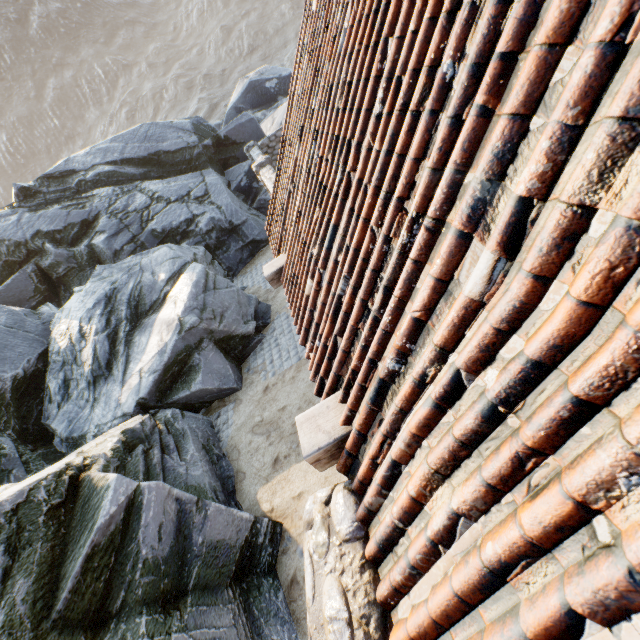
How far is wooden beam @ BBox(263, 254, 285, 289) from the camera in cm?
465

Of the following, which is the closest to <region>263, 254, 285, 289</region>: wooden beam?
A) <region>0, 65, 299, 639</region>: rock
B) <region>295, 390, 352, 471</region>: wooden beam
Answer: <region>295, 390, 352, 471</region>: wooden beam

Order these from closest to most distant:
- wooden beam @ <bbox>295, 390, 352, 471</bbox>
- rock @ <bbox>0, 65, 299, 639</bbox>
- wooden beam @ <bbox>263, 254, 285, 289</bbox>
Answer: wooden beam @ <bbox>295, 390, 352, 471</bbox> → rock @ <bbox>0, 65, 299, 639</bbox> → wooden beam @ <bbox>263, 254, 285, 289</bbox>

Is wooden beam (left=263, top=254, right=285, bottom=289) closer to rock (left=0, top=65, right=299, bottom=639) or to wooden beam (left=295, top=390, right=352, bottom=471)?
wooden beam (left=295, top=390, right=352, bottom=471)

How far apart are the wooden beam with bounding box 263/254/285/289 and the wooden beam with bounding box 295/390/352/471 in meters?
2.6

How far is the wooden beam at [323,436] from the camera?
2.3 meters

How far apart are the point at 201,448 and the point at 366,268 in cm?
632

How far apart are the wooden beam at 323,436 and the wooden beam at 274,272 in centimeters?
255cm
